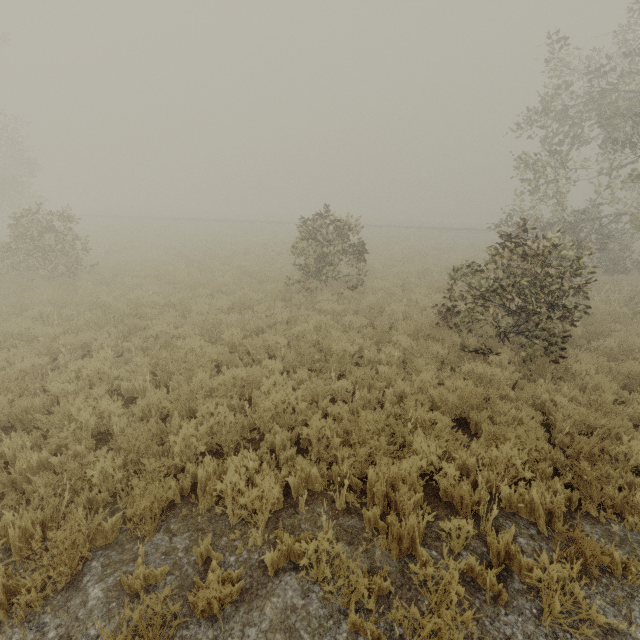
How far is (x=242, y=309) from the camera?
10.5m
